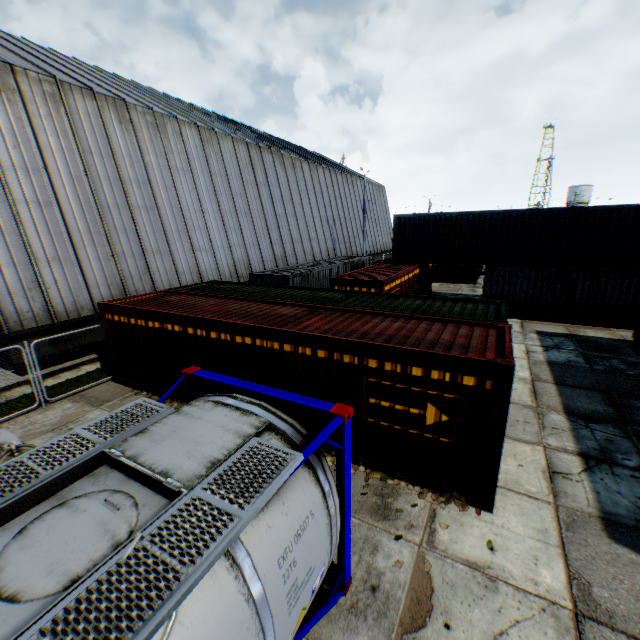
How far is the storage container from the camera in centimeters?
764cm

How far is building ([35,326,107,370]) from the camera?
11.9m

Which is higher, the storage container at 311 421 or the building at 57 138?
the building at 57 138

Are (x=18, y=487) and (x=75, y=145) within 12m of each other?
no

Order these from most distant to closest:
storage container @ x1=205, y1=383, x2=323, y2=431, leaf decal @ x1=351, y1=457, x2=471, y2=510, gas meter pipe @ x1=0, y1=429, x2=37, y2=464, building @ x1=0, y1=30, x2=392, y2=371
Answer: building @ x1=0, y1=30, x2=392, y2=371, storage container @ x1=205, y1=383, x2=323, y2=431, leaf decal @ x1=351, y1=457, x2=471, y2=510, gas meter pipe @ x1=0, y1=429, x2=37, y2=464

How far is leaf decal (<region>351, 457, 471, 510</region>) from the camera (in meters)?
6.20

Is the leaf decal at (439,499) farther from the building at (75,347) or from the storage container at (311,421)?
the building at (75,347)

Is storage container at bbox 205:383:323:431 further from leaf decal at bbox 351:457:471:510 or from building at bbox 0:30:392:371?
building at bbox 0:30:392:371
